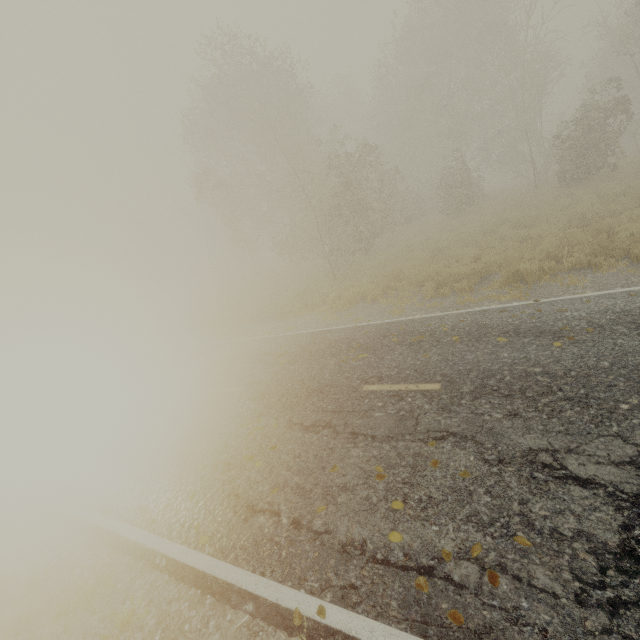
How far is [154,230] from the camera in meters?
43.2
